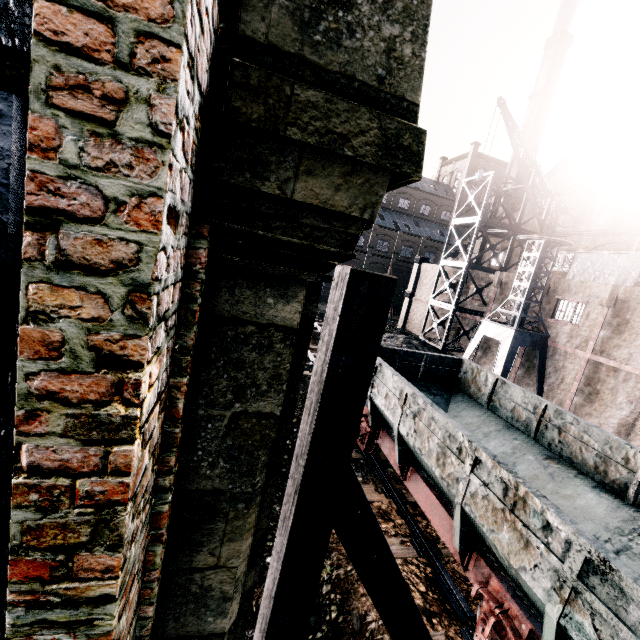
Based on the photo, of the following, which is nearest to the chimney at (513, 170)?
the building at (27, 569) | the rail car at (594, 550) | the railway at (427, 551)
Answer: the building at (27, 569)

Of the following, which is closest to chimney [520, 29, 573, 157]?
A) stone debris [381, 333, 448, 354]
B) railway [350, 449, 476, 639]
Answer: stone debris [381, 333, 448, 354]

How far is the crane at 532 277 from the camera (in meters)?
19.72

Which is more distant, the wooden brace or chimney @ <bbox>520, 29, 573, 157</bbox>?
chimney @ <bbox>520, 29, 573, 157</bbox>

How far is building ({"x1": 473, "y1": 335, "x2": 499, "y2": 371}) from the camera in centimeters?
2741cm

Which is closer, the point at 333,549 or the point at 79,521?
the point at 79,521

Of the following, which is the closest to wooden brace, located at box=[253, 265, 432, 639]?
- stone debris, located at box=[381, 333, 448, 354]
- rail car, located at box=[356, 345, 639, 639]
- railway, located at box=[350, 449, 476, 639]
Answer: rail car, located at box=[356, 345, 639, 639]

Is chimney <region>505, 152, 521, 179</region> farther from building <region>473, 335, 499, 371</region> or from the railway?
the railway
